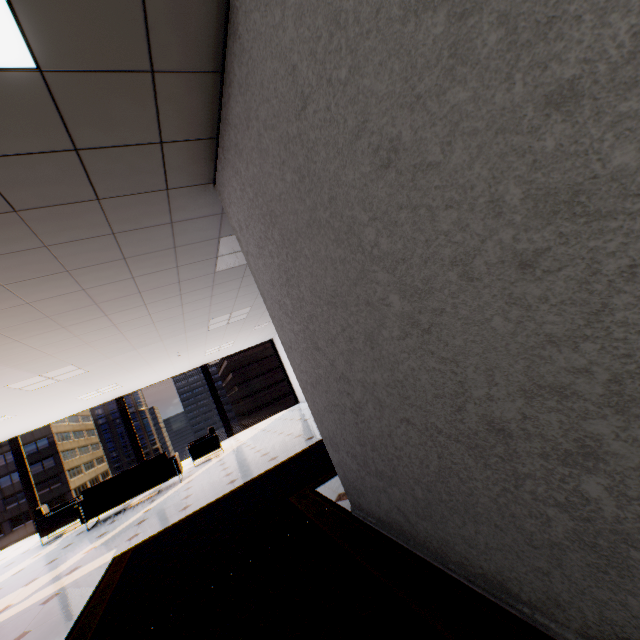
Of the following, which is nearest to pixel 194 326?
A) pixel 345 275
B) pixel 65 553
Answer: pixel 65 553

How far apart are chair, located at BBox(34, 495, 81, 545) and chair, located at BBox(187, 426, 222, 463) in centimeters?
259cm

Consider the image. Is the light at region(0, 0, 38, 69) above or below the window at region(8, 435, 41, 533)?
above

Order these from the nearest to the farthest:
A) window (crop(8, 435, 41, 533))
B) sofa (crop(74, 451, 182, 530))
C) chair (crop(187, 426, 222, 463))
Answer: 1. sofa (crop(74, 451, 182, 530))
2. chair (crop(187, 426, 222, 463))
3. window (crop(8, 435, 41, 533))

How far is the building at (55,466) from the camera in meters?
53.7 m

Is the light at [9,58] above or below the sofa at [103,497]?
above

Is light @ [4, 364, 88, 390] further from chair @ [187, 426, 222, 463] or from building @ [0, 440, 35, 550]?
building @ [0, 440, 35, 550]

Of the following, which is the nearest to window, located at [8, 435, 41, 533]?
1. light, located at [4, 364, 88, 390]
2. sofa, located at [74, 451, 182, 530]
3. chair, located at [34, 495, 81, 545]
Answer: chair, located at [34, 495, 81, 545]
